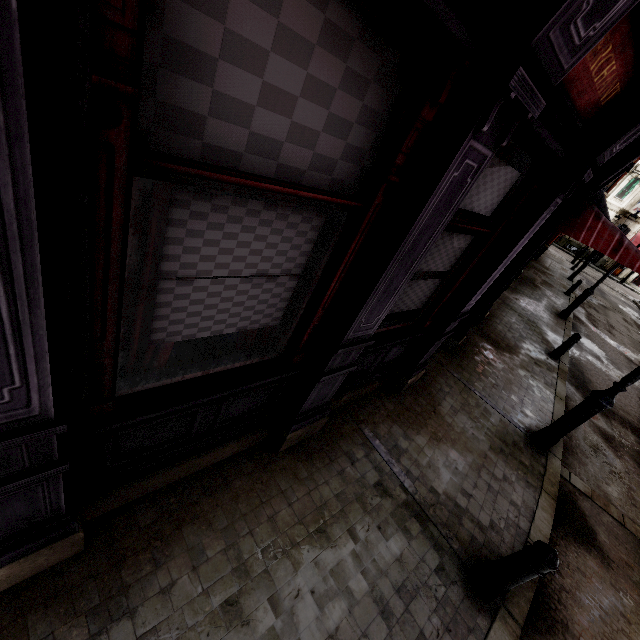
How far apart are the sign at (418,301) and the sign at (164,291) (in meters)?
1.50

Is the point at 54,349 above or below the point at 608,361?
above

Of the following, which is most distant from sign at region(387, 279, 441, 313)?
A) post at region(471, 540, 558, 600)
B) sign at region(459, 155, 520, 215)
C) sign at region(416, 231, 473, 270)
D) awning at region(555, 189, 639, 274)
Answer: awning at region(555, 189, 639, 274)

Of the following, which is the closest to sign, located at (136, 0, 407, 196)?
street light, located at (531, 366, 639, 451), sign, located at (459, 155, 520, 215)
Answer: sign, located at (459, 155, 520, 215)

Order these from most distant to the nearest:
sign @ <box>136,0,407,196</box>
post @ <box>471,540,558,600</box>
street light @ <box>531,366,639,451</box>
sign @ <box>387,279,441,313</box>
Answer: street light @ <box>531,366,639,451</box> < sign @ <box>387,279,441,313</box> < post @ <box>471,540,558,600</box> < sign @ <box>136,0,407,196</box>

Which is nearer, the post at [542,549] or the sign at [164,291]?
the sign at [164,291]

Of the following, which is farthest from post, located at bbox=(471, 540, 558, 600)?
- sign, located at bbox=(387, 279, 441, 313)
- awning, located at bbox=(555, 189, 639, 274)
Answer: awning, located at bbox=(555, 189, 639, 274)

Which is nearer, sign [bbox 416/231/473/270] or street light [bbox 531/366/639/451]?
sign [bbox 416/231/473/270]
